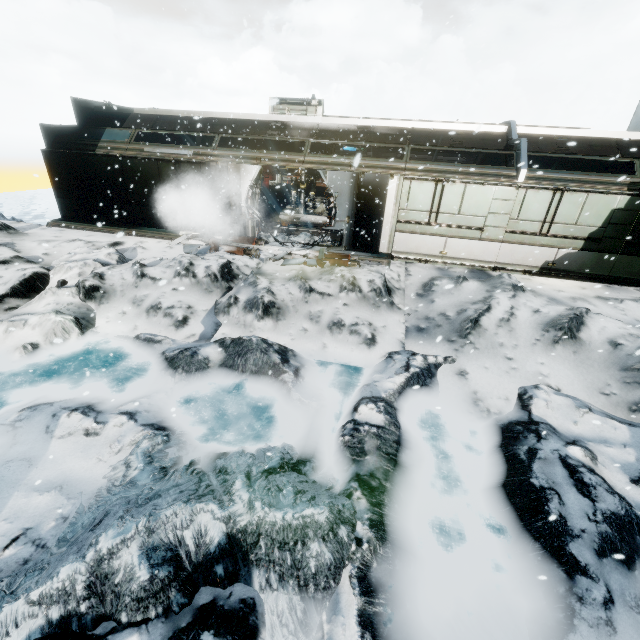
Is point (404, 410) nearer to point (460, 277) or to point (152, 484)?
point (152, 484)

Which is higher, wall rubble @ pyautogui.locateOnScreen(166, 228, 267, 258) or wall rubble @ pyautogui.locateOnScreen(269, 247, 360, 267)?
wall rubble @ pyautogui.locateOnScreen(269, 247, 360, 267)

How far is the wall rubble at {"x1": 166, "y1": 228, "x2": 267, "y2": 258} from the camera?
11.41m

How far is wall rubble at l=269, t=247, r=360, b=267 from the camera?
10.75m

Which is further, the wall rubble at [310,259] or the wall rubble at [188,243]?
the wall rubble at [188,243]

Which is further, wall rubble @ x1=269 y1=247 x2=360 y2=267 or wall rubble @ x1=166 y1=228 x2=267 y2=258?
wall rubble @ x1=166 y1=228 x2=267 y2=258

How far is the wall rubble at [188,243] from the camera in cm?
1141
